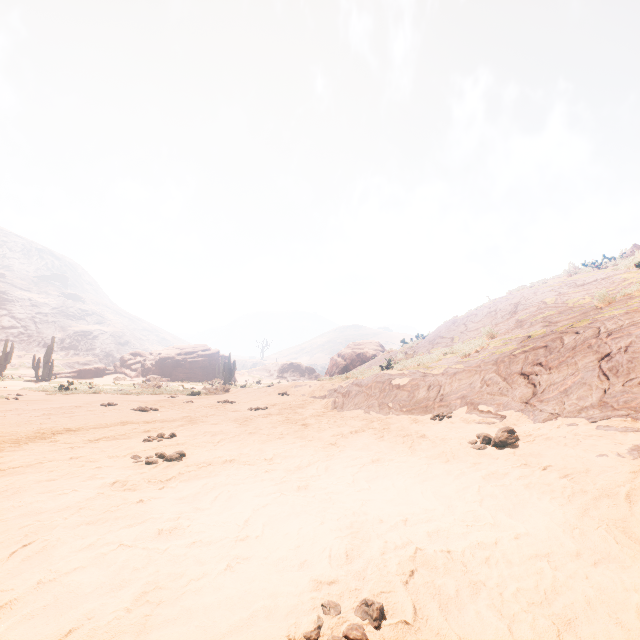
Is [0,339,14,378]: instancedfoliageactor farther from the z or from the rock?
the rock

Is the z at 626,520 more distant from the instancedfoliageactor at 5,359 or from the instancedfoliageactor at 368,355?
the instancedfoliageactor at 368,355

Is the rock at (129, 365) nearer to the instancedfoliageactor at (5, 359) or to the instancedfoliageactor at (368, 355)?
the instancedfoliageactor at (368, 355)

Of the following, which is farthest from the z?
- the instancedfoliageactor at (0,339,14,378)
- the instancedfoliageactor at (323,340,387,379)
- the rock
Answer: the rock

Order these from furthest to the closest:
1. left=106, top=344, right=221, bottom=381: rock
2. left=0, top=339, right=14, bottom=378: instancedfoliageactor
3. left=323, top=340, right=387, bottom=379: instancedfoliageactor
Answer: left=106, top=344, right=221, bottom=381: rock
left=0, top=339, right=14, bottom=378: instancedfoliageactor
left=323, top=340, right=387, bottom=379: instancedfoliageactor

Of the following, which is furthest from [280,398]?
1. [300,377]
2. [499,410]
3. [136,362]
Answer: [300,377]

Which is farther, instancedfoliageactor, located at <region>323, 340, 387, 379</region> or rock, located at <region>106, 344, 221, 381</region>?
rock, located at <region>106, 344, 221, 381</region>

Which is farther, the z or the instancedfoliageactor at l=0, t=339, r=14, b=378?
the instancedfoliageactor at l=0, t=339, r=14, b=378
